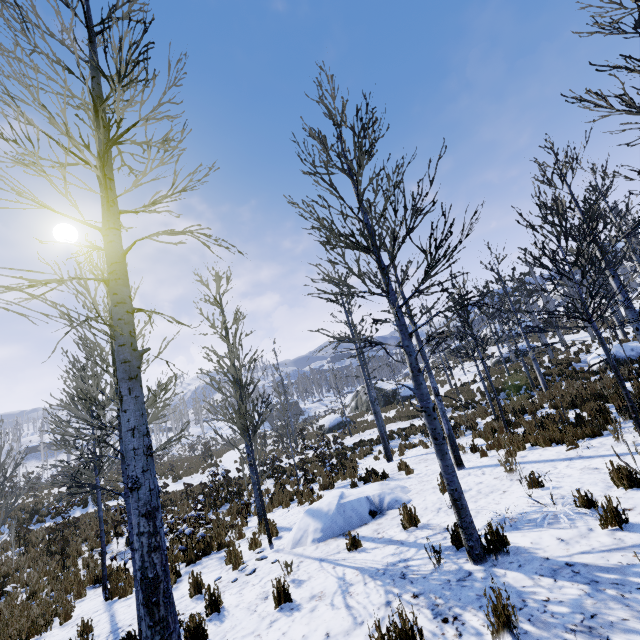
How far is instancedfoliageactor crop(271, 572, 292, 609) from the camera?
4.5 meters

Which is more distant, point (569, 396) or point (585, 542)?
point (569, 396)

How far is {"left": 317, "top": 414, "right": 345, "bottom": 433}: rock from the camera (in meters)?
31.26

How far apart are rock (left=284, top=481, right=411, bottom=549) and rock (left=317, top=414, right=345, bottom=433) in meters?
23.7 m

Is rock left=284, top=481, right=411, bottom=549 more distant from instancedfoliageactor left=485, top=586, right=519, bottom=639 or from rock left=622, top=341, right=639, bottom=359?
rock left=622, top=341, right=639, bottom=359

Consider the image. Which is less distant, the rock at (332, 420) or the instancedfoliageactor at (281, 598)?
the instancedfoliageactor at (281, 598)

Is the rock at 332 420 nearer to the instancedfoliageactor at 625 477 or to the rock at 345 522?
the rock at 345 522
